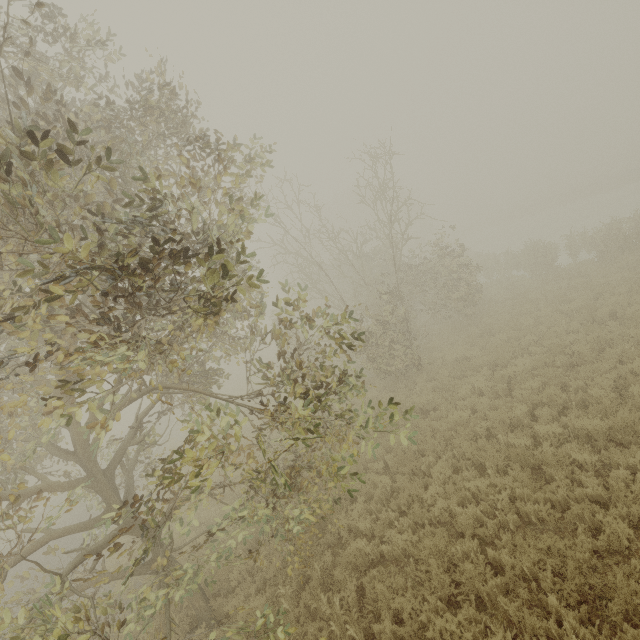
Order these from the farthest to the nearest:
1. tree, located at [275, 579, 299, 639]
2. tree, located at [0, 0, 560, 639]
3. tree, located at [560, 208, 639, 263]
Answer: tree, located at [560, 208, 639, 263] → tree, located at [275, 579, 299, 639] → tree, located at [0, 0, 560, 639]

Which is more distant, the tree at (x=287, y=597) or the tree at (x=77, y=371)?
the tree at (x=287, y=597)

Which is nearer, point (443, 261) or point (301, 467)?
point (301, 467)

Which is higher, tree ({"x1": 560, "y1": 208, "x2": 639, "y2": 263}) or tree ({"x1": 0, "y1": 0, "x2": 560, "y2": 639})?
tree ({"x1": 0, "y1": 0, "x2": 560, "y2": 639})

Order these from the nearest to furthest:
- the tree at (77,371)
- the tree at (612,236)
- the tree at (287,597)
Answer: the tree at (77,371) → the tree at (287,597) → the tree at (612,236)

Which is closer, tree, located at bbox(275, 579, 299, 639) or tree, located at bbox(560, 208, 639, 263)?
tree, located at bbox(275, 579, 299, 639)

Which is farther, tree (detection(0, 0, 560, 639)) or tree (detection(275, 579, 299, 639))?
tree (detection(275, 579, 299, 639))
